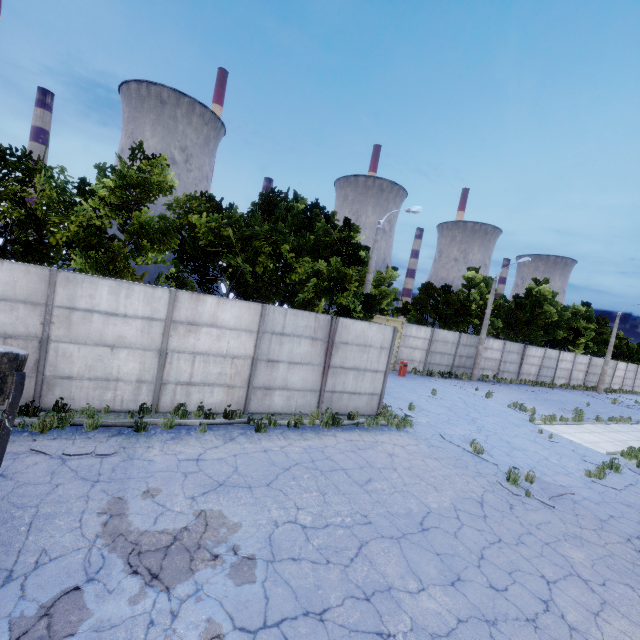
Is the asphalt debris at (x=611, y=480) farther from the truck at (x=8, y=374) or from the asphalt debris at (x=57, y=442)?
the truck at (x=8, y=374)

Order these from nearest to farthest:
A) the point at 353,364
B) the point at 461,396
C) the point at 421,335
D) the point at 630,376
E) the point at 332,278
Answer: the point at 353,364, the point at 332,278, the point at 461,396, the point at 421,335, the point at 630,376

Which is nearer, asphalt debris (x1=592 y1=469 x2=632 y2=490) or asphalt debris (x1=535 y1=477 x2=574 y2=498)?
asphalt debris (x1=535 y1=477 x2=574 y2=498)

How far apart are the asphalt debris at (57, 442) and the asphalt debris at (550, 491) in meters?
10.3

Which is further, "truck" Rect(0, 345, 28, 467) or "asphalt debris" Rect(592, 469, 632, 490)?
"asphalt debris" Rect(592, 469, 632, 490)

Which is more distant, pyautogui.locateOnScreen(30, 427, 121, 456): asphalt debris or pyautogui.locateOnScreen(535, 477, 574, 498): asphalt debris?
pyautogui.locateOnScreen(535, 477, 574, 498): asphalt debris

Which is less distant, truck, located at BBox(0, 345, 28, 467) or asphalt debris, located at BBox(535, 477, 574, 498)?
truck, located at BBox(0, 345, 28, 467)

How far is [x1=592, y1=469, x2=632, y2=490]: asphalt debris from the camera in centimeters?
1050cm
